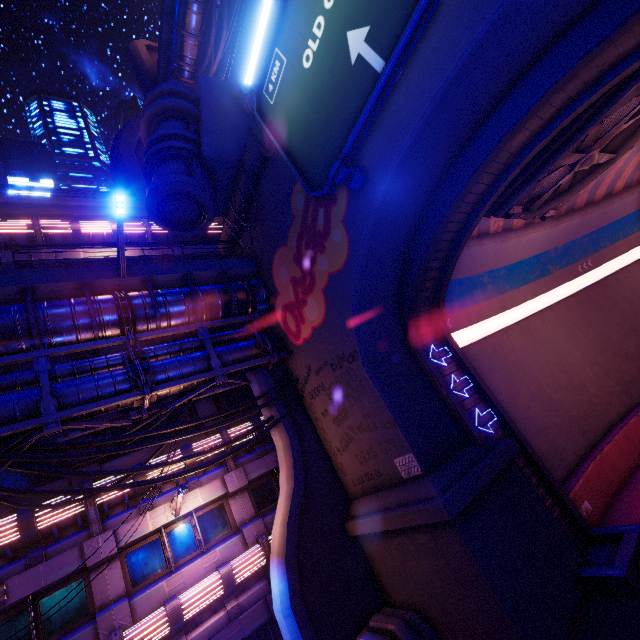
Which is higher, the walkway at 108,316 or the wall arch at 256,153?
the wall arch at 256,153

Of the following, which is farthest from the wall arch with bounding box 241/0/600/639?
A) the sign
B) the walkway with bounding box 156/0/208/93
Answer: the walkway with bounding box 156/0/208/93

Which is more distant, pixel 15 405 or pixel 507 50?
pixel 15 405

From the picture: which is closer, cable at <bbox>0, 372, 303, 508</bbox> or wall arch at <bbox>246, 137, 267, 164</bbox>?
cable at <bbox>0, 372, 303, 508</bbox>

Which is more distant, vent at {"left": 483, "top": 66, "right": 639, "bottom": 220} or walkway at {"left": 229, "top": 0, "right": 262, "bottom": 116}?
walkway at {"left": 229, "top": 0, "right": 262, "bottom": 116}

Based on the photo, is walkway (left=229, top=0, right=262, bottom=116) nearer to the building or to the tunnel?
the building

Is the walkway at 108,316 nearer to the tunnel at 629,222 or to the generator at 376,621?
the tunnel at 629,222

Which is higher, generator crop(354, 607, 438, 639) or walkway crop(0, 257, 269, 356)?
walkway crop(0, 257, 269, 356)
